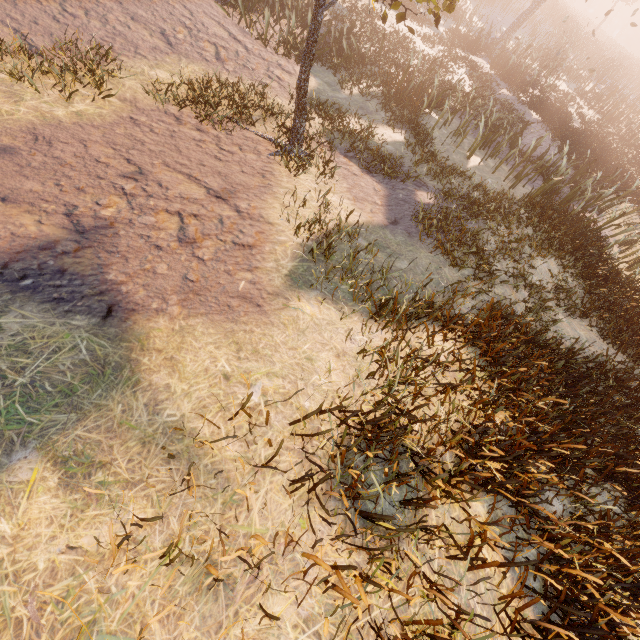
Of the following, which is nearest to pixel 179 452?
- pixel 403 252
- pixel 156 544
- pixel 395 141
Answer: pixel 156 544
